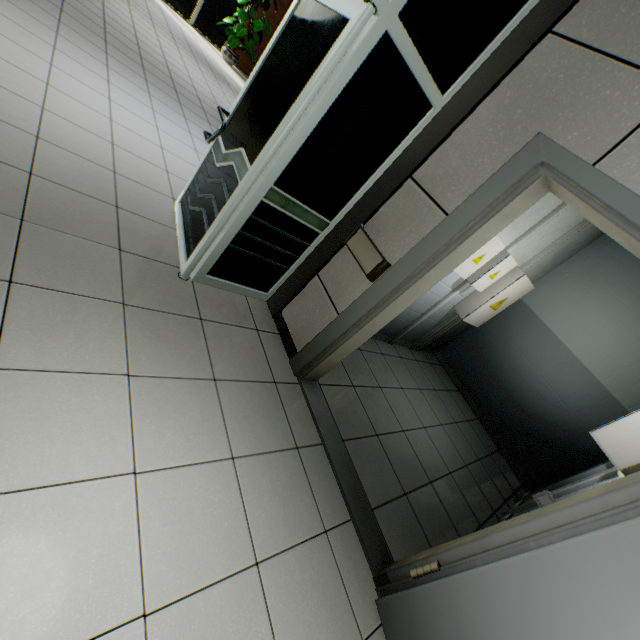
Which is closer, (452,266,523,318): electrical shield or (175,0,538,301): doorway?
(175,0,538,301): doorway

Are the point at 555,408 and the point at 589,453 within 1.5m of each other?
yes

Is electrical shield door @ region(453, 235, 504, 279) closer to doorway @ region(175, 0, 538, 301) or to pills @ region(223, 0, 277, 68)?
doorway @ region(175, 0, 538, 301)

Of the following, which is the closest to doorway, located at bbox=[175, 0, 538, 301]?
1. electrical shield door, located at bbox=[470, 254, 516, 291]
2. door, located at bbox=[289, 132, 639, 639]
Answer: door, located at bbox=[289, 132, 639, 639]

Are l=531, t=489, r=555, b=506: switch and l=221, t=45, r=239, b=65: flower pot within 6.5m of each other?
no

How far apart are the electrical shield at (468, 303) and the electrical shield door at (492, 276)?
0.2m

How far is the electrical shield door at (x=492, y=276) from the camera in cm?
359

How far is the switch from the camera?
1.6 meters
